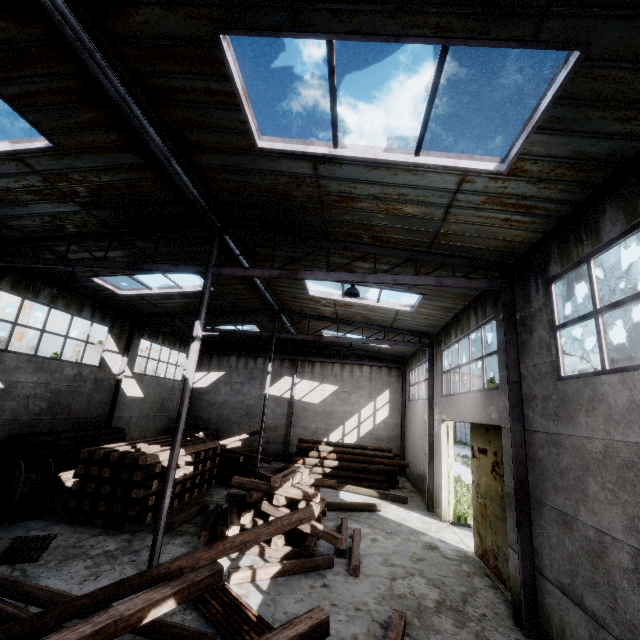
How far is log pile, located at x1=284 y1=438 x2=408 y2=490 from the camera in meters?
17.2 m

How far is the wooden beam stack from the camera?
11.37m

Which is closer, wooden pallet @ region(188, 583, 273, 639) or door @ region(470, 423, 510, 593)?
wooden pallet @ region(188, 583, 273, 639)

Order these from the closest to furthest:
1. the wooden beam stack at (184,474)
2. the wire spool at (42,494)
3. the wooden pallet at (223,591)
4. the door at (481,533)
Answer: the wooden pallet at (223,591), the door at (481,533), the wire spool at (42,494), the wooden beam stack at (184,474)

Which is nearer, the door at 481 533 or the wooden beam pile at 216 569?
the wooden beam pile at 216 569

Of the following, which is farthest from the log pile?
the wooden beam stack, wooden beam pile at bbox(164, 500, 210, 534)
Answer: wooden beam pile at bbox(164, 500, 210, 534)

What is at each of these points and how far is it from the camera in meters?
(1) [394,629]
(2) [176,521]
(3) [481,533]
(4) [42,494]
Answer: (1) wooden beam pile, 5.7
(2) wooden beam pile, 9.8
(3) door, 9.5
(4) wire spool, 9.9

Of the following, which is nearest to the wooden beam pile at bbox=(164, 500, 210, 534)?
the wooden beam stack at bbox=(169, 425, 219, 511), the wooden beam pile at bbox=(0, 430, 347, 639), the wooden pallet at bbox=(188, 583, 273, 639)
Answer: the wooden beam stack at bbox=(169, 425, 219, 511)
